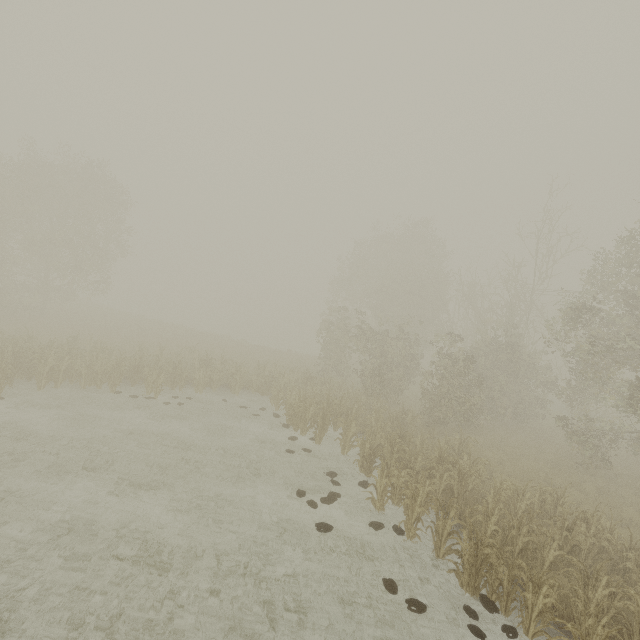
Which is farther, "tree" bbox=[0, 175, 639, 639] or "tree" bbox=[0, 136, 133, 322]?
"tree" bbox=[0, 136, 133, 322]

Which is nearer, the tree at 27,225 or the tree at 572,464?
the tree at 572,464

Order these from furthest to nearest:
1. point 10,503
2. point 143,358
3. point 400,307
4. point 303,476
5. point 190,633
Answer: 1. point 400,307
2. point 143,358
3. point 303,476
4. point 10,503
5. point 190,633
